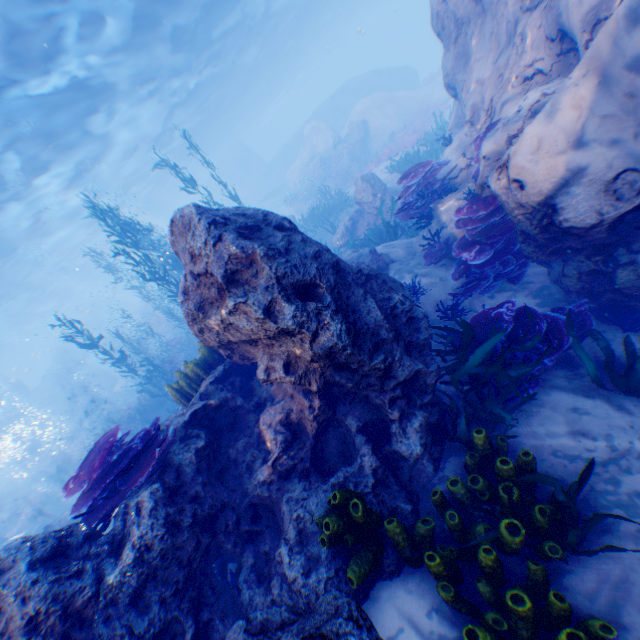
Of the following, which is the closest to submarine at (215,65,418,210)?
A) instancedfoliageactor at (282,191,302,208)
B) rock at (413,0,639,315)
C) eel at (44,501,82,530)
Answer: rock at (413,0,639,315)

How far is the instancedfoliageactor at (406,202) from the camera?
7.9m

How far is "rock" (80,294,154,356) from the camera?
38.2 meters

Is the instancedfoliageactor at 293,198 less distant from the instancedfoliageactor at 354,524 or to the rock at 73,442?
the rock at 73,442

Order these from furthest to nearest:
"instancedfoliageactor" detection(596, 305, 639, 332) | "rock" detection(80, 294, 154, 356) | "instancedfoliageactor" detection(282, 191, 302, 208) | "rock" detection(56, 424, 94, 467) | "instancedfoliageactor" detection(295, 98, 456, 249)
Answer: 1. "rock" detection(80, 294, 154, 356)
2. "instancedfoliageactor" detection(282, 191, 302, 208)
3. "rock" detection(56, 424, 94, 467)
4. "instancedfoliageactor" detection(295, 98, 456, 249)
5. "instancedfoliageactor" detection(596, 305, 639, 332)

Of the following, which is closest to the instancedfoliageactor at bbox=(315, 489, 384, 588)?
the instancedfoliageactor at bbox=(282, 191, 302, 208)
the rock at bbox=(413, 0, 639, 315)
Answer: the rock at bbox=(413, 0, 639, 315)

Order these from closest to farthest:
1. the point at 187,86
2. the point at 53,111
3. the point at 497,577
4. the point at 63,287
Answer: the point at 497,577
the point at 53,111
the point at 187,86
the point at 63,287
